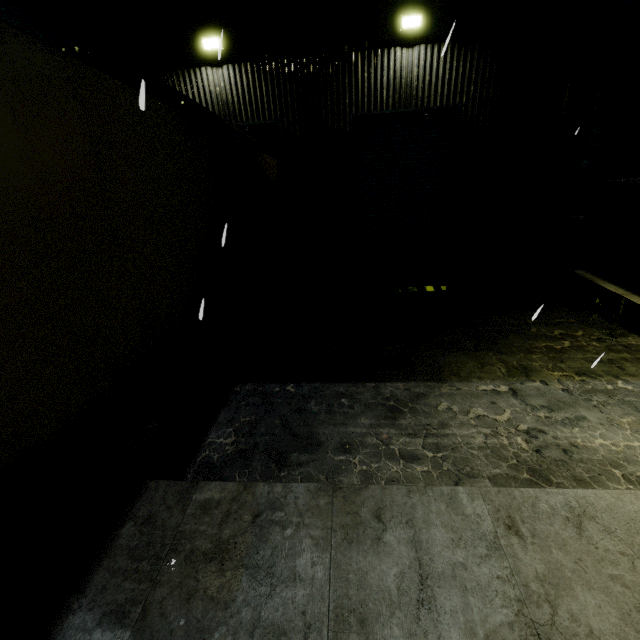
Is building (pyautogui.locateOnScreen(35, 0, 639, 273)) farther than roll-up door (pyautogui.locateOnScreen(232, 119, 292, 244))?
No

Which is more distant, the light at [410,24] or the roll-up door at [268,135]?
the roll-up door at [268,135]

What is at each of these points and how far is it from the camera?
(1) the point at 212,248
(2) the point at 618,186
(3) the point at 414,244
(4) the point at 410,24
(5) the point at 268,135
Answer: (1) semi trailer, 4.74m
(2) concrete block, 7.29m
(3) building, 10.27m
(4) light, 7.77m
(5) roll-up door, 9.37m

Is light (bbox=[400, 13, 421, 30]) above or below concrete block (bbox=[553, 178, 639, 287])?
above

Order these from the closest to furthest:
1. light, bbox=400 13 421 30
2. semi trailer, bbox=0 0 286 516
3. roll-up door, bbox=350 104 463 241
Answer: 1. semi trailer, bbox=0 0 286 516
2. light, bbox=400 13 421 30
3. roll-up door, bbox=350 104 463 241

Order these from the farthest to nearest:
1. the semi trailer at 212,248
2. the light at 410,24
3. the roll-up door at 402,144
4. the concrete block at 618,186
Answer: the roll-up door at 402,144 → the light at 410,24 → the concrete block at 618,186 → the semi trailer at 212,248

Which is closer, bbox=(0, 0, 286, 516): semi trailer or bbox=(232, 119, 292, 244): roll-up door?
bbox=(0, 0, 286, 516): semi trailer

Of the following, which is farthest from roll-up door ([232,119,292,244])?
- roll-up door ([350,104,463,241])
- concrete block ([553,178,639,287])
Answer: concrete block ([553,178,639,287])
